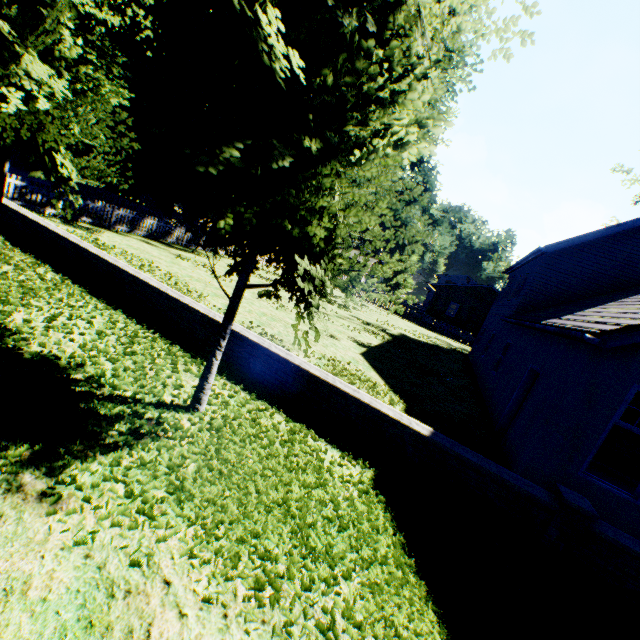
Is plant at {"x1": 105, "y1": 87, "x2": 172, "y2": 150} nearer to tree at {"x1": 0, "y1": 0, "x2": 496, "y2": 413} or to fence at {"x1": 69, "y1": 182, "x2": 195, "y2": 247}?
fence at {"x1": 69, "y1": 182, "x2": 195, "y2": 247}

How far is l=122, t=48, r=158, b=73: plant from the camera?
23.5m

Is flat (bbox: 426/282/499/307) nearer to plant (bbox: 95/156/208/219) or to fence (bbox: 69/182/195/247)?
fence (bbox: 69/182/195/247)

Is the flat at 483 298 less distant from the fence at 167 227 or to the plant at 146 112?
the fence at 167 227

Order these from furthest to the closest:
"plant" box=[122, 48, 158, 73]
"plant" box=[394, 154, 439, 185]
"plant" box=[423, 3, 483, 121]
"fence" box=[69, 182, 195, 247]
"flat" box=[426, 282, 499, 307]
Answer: "flat" box=[426, 282, 499, 307] → "plant" box=[394, 154, 439, 185] → "plant" box=[122, 48, 158, 73] → "plant" box=[423, 3, 483, 121] → "fence" box=[69, 182, 195, 247]

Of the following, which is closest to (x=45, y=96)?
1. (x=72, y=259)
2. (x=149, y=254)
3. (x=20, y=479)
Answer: (x=72, y=259)

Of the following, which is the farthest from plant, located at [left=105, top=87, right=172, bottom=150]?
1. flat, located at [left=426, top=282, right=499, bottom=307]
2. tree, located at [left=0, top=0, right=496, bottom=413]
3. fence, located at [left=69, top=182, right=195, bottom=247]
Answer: flat, located at [left=426, top=282, right=499, bottom=307]

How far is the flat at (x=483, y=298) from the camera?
35.1m
